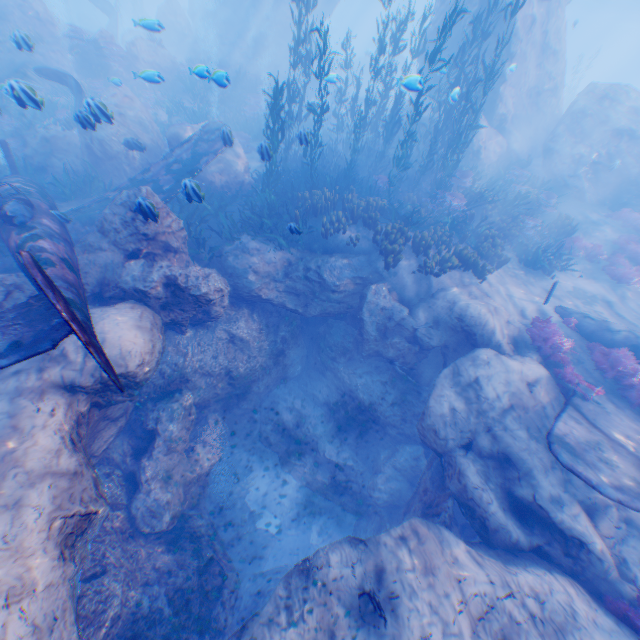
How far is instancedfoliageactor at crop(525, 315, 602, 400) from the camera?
8.30m

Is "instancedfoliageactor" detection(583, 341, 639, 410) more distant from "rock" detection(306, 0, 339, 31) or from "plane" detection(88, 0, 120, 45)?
"plane" detection(88, 0, 120, 45)

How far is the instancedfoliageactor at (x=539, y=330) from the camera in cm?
830

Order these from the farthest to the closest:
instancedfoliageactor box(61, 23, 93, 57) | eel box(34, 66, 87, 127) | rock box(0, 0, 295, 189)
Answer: instancedfoliageactor box(61, 23, 93, 57)
rock box(0, 0, 295, 189)
eel box(34, 66, 87, 127)

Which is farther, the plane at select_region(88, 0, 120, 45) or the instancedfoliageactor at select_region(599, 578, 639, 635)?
the plane at select_region(88, 0, 120, 45)

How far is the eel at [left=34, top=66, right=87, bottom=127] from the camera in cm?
743

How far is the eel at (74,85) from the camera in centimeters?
743cm

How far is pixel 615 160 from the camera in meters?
15.7 m
